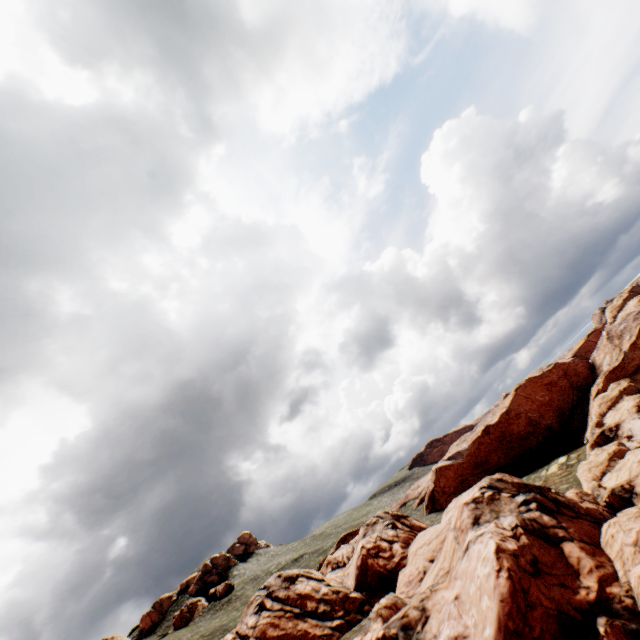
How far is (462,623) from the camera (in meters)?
18.09
